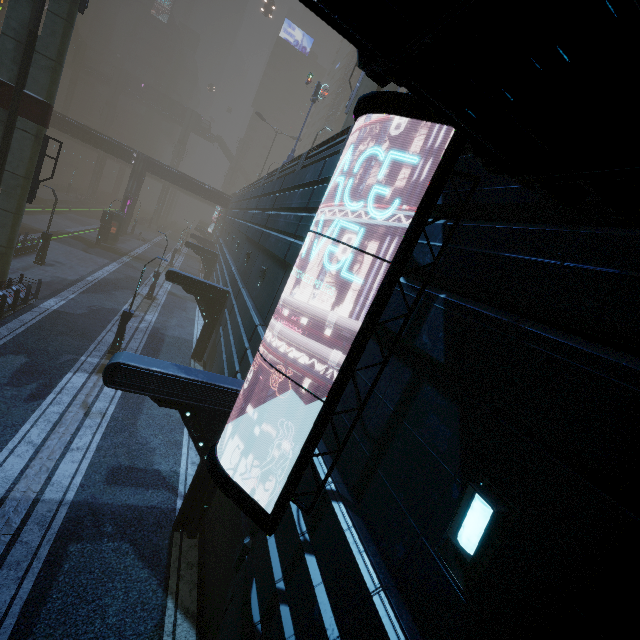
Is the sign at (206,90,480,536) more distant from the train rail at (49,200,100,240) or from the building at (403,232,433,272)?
the train rail at (49,200,100,240)

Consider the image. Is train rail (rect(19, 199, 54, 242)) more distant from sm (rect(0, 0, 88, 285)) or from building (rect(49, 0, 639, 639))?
sm (rect(0, 0, 88, 285))

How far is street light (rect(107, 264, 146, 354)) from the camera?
16.2 meters

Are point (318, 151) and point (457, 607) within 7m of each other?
no

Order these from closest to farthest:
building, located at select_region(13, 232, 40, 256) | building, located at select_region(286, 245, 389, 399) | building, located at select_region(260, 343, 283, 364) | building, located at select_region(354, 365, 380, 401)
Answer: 1. building, located at select_region(354, 365, 380, 401)
2. building, located at select_region(286, 245, 389, 399)
3. building, located at select_region(260, 343, 283, 364)
4. building, located at select_region(13, 232, 40, 256)

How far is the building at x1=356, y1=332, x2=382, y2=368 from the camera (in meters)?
5.00

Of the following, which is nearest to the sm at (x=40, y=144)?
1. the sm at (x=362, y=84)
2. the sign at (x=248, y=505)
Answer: the sign at (x=248, y=505)

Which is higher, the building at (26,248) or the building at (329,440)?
the building at (329,440)
